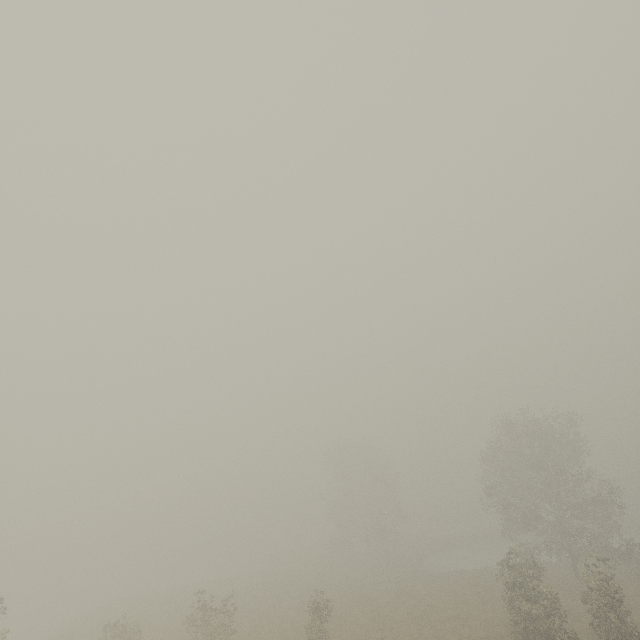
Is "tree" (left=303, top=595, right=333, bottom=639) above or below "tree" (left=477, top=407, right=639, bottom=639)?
below

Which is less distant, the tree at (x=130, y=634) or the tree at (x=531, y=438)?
the tree at (x=531, y=438)

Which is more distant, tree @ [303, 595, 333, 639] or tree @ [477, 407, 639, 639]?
Answer: tree @ [303, 595, 333, 639]

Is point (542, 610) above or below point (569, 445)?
below
